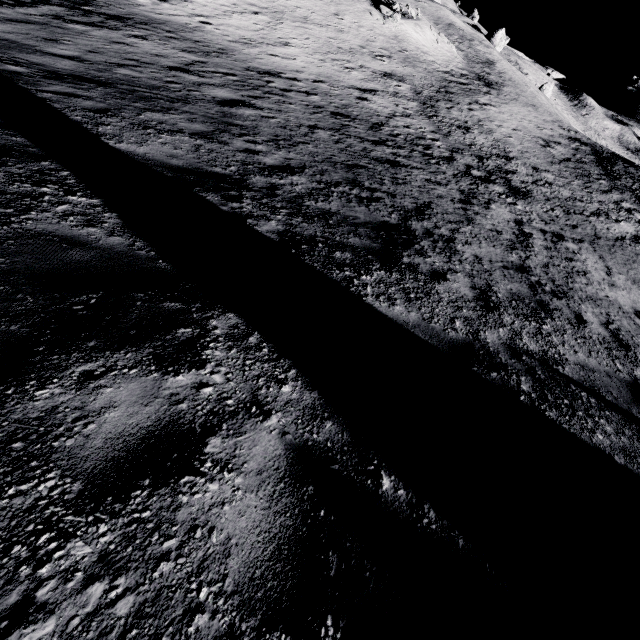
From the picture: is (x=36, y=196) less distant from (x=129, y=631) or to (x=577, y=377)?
(x=129, y=631)

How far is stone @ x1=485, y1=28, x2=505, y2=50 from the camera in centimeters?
5700cm

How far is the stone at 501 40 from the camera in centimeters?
5700cm
